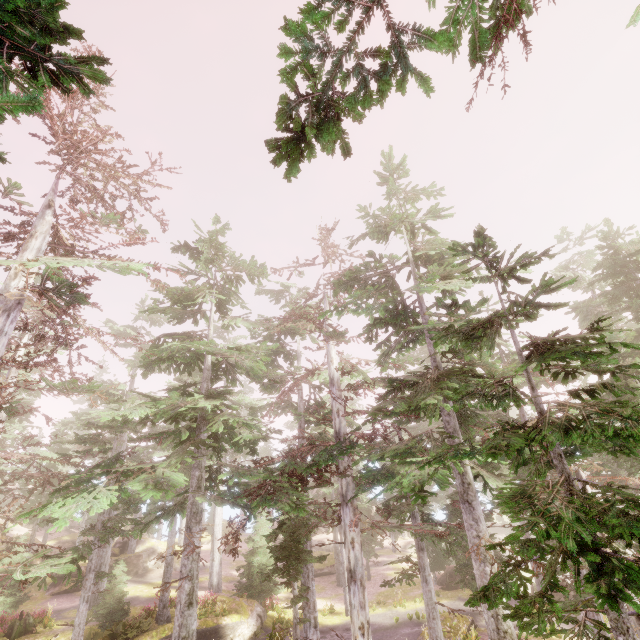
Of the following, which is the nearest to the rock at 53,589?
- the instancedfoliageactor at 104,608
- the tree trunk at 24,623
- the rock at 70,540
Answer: the instancedfoliageactor at 104,608

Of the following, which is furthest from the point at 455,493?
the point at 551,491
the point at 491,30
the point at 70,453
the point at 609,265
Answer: the point at 70,453

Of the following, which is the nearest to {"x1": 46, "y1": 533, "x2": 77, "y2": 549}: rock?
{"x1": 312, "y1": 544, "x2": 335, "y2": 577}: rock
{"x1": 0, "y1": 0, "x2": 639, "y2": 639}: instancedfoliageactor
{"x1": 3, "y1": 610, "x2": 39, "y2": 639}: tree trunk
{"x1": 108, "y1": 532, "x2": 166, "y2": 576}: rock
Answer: {"x1": 0, "y1": 0, "x2": 639, "y2": 639}: instancedfoliageactor

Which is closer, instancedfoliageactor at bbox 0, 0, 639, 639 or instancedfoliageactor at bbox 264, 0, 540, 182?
instancedfoliageactor at bbox 264, 0, 540, 182

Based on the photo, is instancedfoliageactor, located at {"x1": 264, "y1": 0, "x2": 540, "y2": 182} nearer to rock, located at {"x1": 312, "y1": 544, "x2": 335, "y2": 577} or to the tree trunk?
the tree trunk

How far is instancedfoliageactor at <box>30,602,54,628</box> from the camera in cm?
1988

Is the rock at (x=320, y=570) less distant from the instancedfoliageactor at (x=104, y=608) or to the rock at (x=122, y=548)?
the instancedfoliageactor at (x=104, y=608)

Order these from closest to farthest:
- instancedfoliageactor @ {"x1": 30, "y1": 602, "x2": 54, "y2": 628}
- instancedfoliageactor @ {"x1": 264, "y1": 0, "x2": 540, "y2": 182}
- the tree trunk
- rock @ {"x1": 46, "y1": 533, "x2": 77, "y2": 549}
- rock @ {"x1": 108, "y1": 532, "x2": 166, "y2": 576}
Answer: instancedfoliageactor @ {"x1": 264, "y1": 0, "x2": 540, "y2": 182}
the tree trunk
instancedfoliageactor @ {"x1": 30, "y1": 602, "x2": 54, "y2": 628}
rock @ {"x1": 108, "y1": 532, "x2": 166, "y2": 576}
rock @ {"x1": 46, "y1": 533, "x2": 77, "y2": 549}
